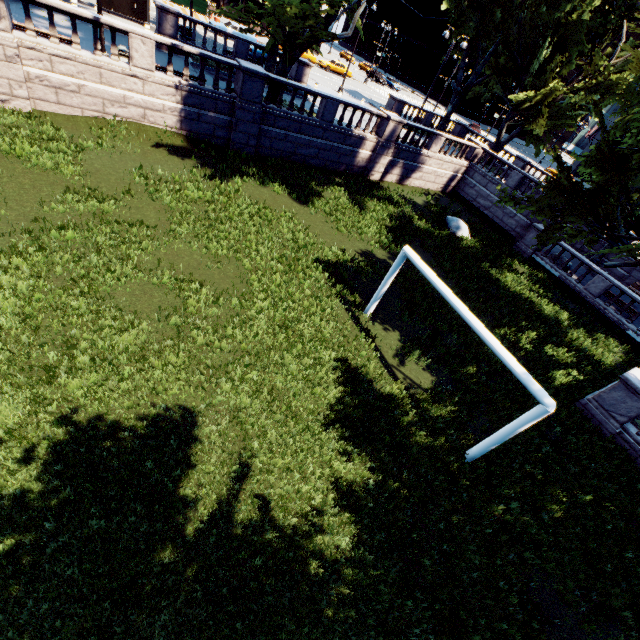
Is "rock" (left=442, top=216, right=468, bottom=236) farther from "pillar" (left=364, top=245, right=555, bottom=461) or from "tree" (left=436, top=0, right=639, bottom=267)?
"pillar" (left=364, top=245, right=555, bottom=461)

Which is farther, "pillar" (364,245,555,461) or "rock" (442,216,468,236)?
"rock" (442,216,468,236)

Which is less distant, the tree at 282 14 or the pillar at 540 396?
the pillar at 540 396

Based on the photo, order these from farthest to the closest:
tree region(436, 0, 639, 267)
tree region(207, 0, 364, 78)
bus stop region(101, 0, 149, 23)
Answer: bus stop region(101, 0, 149, 23) → tree region(207, 0, 364, 78) → tree region(436, 0, 639, 267)

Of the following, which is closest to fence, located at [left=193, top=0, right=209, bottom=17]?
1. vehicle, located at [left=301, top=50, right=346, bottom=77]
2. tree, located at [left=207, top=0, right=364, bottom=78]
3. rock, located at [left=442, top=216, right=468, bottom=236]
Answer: tree, located at [left=207, top=0, right=364, bottom=78]

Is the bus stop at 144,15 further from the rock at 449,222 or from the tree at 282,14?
the rock at 449,222

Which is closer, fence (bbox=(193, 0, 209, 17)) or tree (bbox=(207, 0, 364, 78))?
tree (bbox=(207, 0, 364, 78))

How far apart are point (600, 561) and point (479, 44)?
39.7 meters
